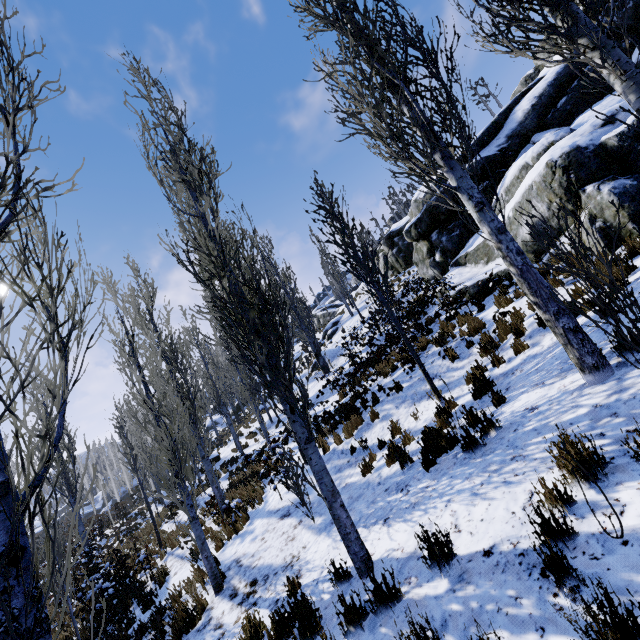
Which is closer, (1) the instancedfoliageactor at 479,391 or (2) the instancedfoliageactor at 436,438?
(2) the instancedfoliageactor at 436,438

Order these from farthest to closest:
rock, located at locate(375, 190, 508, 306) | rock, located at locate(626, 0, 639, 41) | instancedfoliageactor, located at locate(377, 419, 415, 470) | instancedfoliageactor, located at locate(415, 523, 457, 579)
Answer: rock, located at locate(626, 0, 639, 41)
rock, located at locate(375, 190, 508, 306)
instancedfoliageactor, located at locate(377, 419, 415, 470)
instancedfoliageactor, located at locate(415, 523, 457, 579)

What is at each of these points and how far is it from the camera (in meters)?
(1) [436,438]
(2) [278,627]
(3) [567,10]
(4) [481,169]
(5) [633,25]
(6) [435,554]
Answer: (1) instancedfoliageactor, 5.56
(2) instancedfoliageactor, 4.04
(3) instancedfoliageactor, 4.46
(4) rock, 13.78
(5) rock, 13.33
(6) instancedfoliageactor, 3.18

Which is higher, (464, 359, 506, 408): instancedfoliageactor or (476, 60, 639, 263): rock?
(476, 60, 639, 263): rock

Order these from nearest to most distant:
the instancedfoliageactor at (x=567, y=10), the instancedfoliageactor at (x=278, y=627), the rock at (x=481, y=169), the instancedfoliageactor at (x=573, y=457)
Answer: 1. the instancedfoliageactor at (x=573, y=457)
2. the instancedfoliageactor at (x=278, y=627)
3. the instancedfoliageactor at (x=567, y=10)
4. the rock at (x=481, y=169)

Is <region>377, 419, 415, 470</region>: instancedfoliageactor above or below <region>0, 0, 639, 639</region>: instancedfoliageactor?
below

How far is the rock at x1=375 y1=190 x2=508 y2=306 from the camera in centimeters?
1235cm
